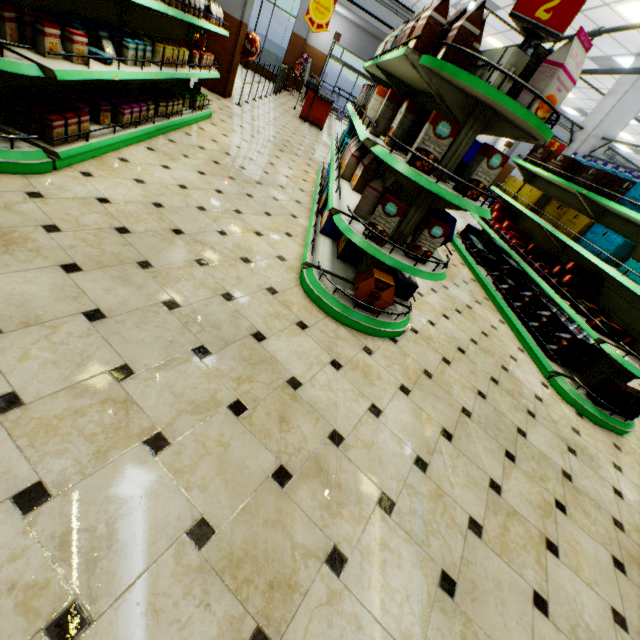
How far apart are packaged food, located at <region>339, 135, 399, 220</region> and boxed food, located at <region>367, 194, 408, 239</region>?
0.3m

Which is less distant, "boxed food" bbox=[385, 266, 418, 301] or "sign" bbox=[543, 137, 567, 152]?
"boxed food" bbox=[385, 266, 418, 301]

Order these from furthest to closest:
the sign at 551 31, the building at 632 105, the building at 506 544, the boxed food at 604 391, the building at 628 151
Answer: the building at 628 151, the building at 632 105, the boxed food at 604 391, the sign at 551 31, the building at 506 544

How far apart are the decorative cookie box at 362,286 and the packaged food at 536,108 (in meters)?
1.49

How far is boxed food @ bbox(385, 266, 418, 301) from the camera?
3.4 meters

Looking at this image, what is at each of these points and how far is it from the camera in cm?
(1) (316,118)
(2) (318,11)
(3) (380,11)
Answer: (1) checkout counter, 1099
(2) sign, 729
(3) building, 1448

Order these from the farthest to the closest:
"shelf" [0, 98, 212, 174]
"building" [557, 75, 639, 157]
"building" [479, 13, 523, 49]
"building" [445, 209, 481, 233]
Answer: "building" [479, 13, 523, 49]
"building" [445, 209, 481, 233]
"building" [557, 75, 639, 157]
"shelf" [0, 98, 212, 174]

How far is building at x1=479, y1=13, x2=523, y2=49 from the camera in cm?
1023
